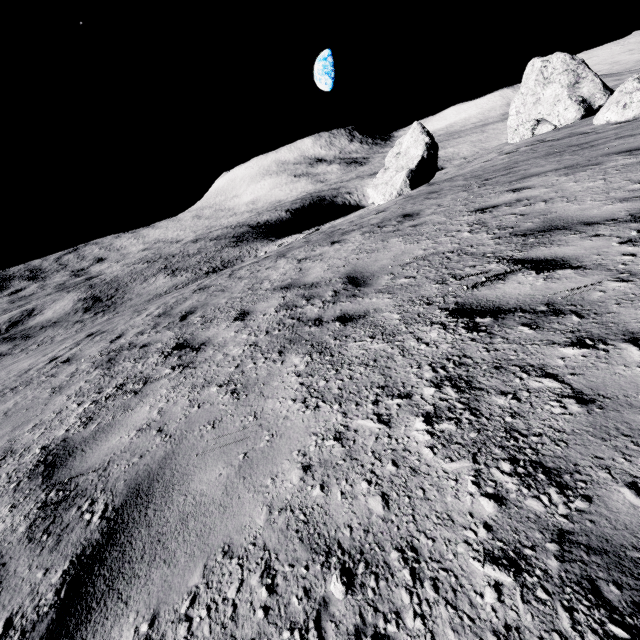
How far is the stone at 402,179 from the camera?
28.3 meters

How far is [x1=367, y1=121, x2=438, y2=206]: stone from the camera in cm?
2833

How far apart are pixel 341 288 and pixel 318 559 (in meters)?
3.72
